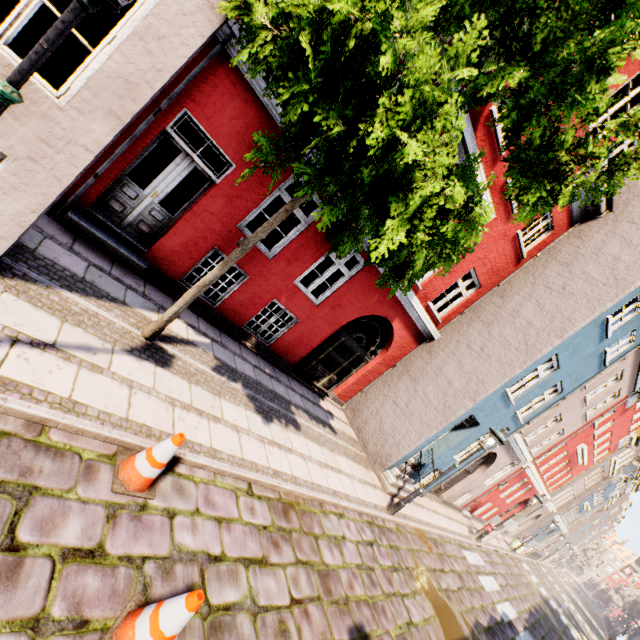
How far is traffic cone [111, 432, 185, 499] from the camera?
3.4 meters

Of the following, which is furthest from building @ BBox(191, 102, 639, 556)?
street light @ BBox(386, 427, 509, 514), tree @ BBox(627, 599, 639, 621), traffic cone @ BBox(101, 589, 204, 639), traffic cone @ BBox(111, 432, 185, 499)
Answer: tree @ BBox(627, 599, 639, 621)

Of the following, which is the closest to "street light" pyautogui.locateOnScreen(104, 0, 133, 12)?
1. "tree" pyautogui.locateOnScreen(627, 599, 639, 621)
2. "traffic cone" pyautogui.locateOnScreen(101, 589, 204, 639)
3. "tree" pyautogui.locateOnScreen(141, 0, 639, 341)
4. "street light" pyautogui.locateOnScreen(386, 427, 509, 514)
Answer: "tree" pyautogui.locateOnScreen(141, 0, 639, 341)

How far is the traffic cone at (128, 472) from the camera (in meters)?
3.41

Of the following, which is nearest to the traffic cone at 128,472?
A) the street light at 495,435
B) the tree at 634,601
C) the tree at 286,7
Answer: the tree at 286,7

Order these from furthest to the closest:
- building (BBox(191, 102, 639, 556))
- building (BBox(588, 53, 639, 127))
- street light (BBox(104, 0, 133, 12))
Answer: building (BBox(191, 102, 639, 556)) < building (BBox(588, 53, 639, 127)) < street light (BBox(104, 0, 133, 12))

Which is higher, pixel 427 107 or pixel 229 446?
pixel 427 107

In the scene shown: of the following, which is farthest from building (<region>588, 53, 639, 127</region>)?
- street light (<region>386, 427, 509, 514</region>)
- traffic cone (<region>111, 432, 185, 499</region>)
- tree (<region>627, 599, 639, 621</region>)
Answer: tree (<region>627, 599, 639, 621</region>)
